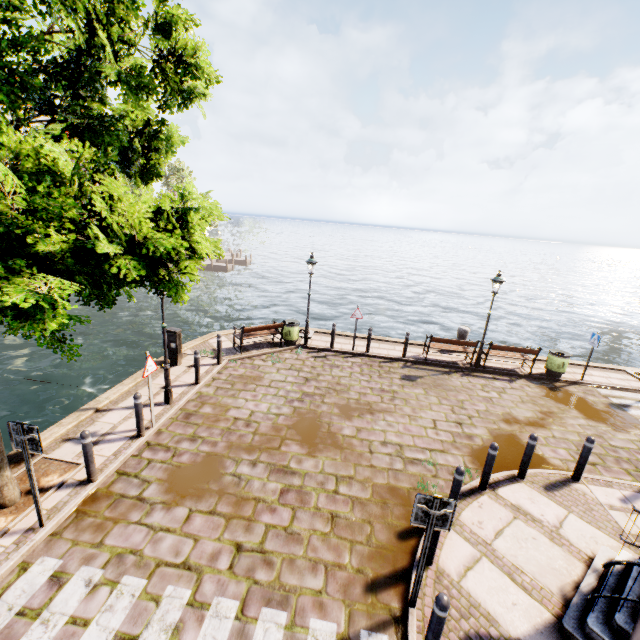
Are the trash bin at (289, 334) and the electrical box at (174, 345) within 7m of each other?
yes

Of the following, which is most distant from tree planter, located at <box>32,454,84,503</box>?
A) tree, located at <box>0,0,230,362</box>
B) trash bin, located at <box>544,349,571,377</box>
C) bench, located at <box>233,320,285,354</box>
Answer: trash bin, located at <box>544,349,571,377</box>

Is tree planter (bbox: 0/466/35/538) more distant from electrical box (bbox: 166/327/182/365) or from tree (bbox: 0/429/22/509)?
electrical box (bbox: 166/327/182/365)

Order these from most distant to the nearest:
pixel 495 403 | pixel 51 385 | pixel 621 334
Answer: pixel 621 334
pixel 51 385
pixel 495 403

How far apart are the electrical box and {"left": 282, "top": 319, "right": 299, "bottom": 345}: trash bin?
3.95m

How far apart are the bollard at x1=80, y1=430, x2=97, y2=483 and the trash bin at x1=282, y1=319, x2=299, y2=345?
7.9 meters

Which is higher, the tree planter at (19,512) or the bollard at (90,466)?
the bollard at (90,466)

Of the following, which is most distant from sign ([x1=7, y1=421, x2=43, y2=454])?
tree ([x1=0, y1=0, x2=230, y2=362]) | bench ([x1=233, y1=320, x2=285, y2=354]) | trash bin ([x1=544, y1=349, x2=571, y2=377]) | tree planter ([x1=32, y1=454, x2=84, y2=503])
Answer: trash bin ([x1=544, y1=349, x2=571, y2=377])
